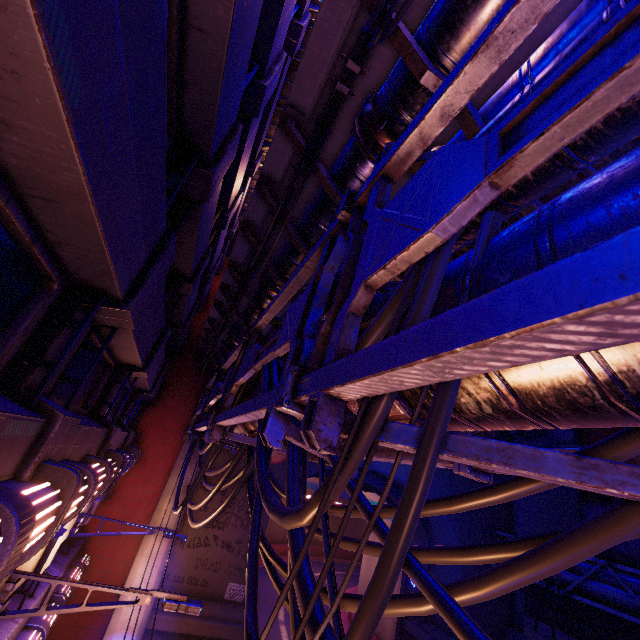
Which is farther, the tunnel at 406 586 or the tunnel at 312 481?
the tunnel at 406 586

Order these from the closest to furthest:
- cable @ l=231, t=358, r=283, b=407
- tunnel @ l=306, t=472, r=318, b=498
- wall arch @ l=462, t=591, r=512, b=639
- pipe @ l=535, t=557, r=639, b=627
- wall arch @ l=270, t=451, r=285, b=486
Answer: cable @ l=231, t=358, r=283, b=407 → pipe @ l=535, t=557, r=639, b=627 → wall arch @ l=270, t=451, r=285, b=486 → wall arch @ l=462, t=591, r=512, b=639 → tunnel @ l=306, t=472, r=318, b=498

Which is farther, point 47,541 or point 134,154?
point 47,541

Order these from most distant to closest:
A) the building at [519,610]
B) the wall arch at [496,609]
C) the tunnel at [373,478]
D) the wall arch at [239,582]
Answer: the tunnel at [373,478] → the building at [519,610] → the wall arch at [496,609] → the wall arch at [239,582]

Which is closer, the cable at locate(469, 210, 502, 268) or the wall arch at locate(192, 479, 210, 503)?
the cable at locate(469, 210, 502, 268)

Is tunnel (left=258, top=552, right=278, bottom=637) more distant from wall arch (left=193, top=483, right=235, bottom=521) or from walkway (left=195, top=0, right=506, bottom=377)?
walkway (left=195, top=0, right=506, bottom=377)

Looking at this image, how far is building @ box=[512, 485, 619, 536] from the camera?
21.5 meters

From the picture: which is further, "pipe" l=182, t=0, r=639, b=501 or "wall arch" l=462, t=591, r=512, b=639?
"wall arch" l=462, t=591, r=512, b=639
